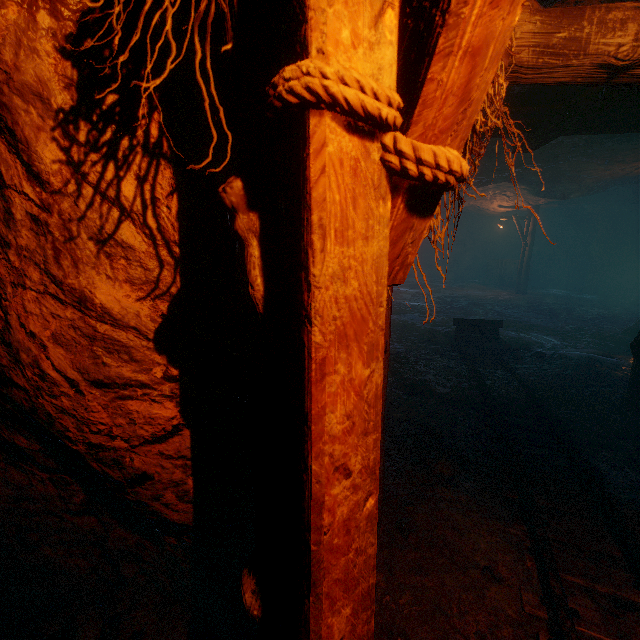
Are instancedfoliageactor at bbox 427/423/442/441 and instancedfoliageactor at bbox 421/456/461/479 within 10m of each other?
yes

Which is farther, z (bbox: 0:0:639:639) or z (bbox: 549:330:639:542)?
z (bbox: 549:330:639:542)

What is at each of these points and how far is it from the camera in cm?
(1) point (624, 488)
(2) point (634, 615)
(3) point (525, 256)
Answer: (1) z, 357
(2) z, 243
(3) lantern, 1739

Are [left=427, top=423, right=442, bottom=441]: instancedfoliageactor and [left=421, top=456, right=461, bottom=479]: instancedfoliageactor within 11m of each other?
yes

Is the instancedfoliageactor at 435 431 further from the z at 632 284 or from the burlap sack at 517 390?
the z at 632 284

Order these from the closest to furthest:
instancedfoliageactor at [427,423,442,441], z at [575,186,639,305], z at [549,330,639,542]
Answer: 1. z at [549,330,639,542]
2. instancedfoliageactor at [427,423,442,441]
3. z at [575,186,639,305]

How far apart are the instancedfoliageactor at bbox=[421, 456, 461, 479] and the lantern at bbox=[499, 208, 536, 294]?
17.1 meters

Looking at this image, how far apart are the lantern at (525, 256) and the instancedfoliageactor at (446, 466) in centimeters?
1714cm
